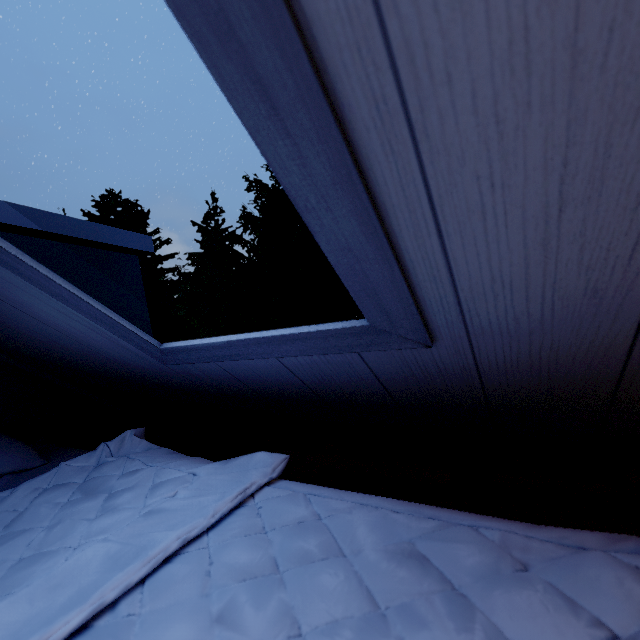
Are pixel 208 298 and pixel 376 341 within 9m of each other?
no
